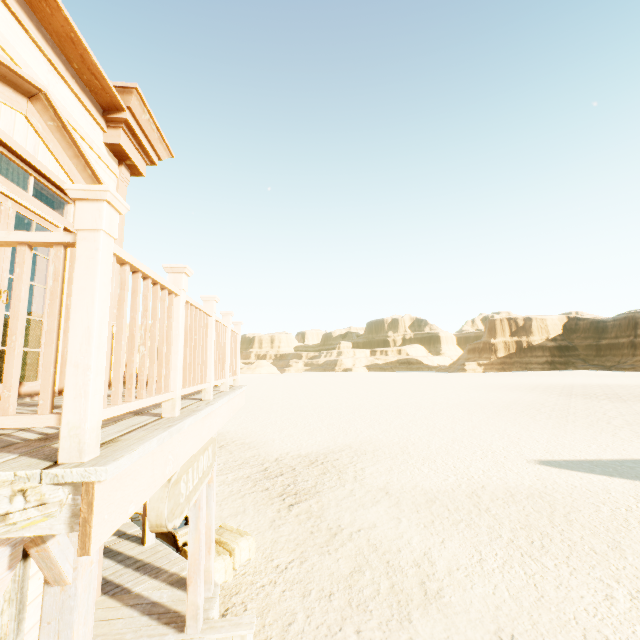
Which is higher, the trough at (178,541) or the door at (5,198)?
the door at (5,198)

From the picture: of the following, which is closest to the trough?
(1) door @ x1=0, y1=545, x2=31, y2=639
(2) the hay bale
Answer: (2) the hay bale

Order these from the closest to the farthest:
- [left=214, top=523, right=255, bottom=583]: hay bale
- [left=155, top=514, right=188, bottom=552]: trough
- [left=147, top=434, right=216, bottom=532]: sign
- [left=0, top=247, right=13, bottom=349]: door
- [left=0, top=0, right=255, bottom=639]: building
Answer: [left=0, top=0, right=255, bottom=639]: building < [left=147, top=434, right=216, bottom=532]: sign < [left=0, top=247, right=13, bottom=349]: door < [left=214, top=523, right=255, bottom=583]: hay bale < [left=155, top=514, right=188, bottom=552]: trough

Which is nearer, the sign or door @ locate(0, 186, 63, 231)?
the sign

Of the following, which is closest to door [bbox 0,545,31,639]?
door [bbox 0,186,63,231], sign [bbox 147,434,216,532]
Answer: door [bbox 0,186,63,231]

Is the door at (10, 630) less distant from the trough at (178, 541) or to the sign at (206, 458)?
the sign at (206, 458)

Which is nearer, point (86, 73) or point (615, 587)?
point (86, 73)

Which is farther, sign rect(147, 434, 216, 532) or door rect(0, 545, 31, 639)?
door rect(0, 545, 31, 639)
